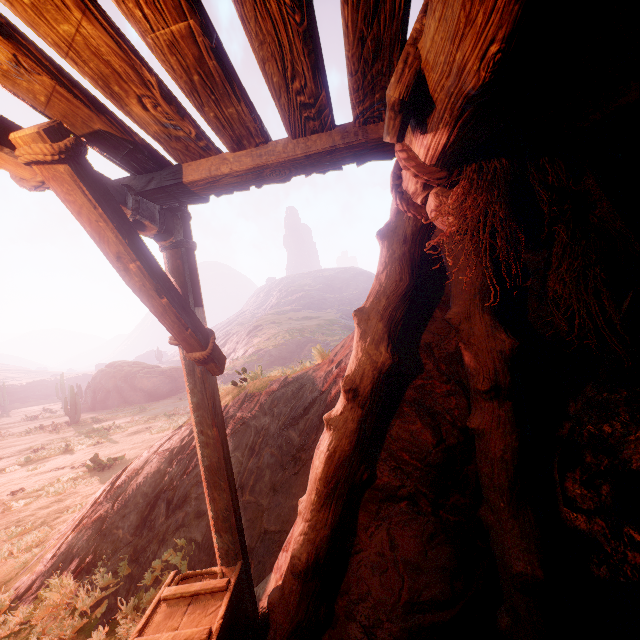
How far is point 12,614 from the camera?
4.8m

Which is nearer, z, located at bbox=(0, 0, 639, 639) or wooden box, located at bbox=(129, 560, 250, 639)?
z, located at bbox=(0, 0, 639, 639)

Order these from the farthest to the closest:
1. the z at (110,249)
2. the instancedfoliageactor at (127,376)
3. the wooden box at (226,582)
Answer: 1. the instancedfoliageactor at (127,376)
2. the wooden box at (226,582)
3. the z at (110,249)

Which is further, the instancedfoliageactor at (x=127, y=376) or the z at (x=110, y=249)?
the instancedfoliageactor at (x=127, y=376)

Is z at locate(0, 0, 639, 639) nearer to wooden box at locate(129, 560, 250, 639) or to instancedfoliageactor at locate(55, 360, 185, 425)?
wooden box at locate(129, 560, 250, 639)

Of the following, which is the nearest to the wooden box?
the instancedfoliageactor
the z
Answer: the z

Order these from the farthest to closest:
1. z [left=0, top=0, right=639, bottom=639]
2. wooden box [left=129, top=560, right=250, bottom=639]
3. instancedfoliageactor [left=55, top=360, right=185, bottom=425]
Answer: instancedfoliageactor [left=55, top=360, right=185, bottom=425] < wooden box [left=129, top=560, right=250, bottom=639] < z [left=0, top=0, right=639, bottom=639]
